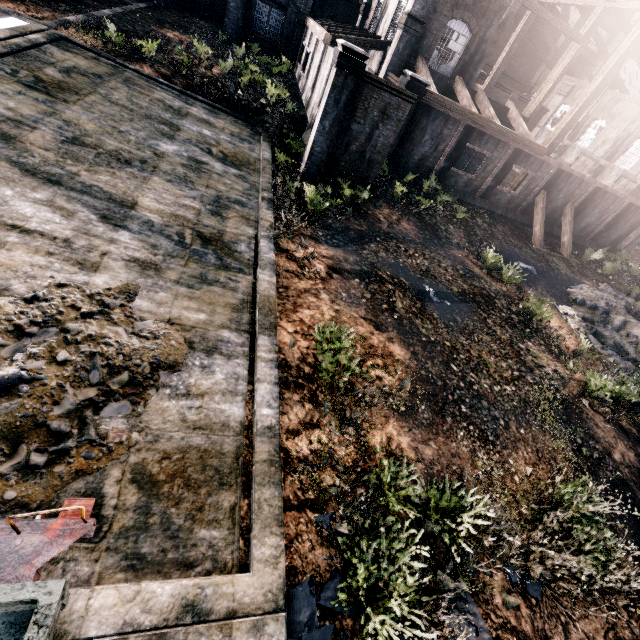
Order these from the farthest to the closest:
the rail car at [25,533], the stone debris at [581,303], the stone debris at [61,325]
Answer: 1. the stone debris at [581,303]
2. the stone debris at [61,325]
3. the rail car at [25,533]

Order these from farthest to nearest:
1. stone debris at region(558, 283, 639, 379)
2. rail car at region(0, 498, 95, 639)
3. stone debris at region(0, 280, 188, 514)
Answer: stone debris at region(558, 283, 639, 379) → stone debris at region(0, 280, 188, 514) → rail car at region(0, 498, 95, 639)

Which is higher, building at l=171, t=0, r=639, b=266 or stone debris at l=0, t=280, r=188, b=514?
building at l=171, t=0, r=639, b=266

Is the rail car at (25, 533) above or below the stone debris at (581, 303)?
above

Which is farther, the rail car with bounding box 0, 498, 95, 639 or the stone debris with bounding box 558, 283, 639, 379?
the stone debris with bounding box 558, 283, 639, 379

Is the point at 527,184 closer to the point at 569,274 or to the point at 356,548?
the point at 569,274

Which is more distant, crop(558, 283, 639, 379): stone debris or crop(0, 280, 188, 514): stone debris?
crop(558, 283, 639, 379): stone debris

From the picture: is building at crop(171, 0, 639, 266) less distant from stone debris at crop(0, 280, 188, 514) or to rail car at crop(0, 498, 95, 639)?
stone debris at crop(0, 280, 188, 514)
